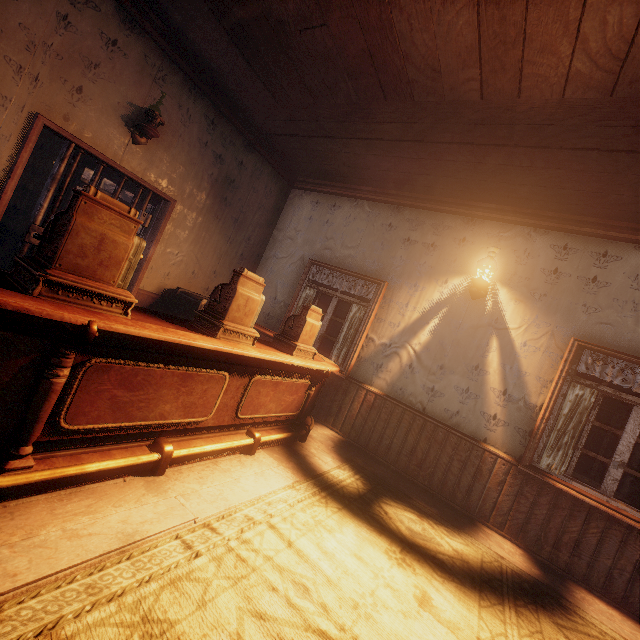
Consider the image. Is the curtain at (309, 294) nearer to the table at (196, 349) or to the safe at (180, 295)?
the table at (196, 349)

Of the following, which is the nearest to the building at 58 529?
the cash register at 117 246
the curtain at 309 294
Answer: the curtain at 309 294

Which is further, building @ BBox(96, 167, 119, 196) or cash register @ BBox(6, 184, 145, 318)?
building @ BBox(96, 167, 119, 196)

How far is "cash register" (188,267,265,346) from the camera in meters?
2.6

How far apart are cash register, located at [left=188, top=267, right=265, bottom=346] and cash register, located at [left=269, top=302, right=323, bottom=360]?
0.6 meters

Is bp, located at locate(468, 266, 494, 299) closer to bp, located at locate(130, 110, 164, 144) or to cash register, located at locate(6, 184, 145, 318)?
cash register, located at locate(6, 184, 145, 318)

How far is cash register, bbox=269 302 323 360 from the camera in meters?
3.6 m

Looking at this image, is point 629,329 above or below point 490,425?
above
